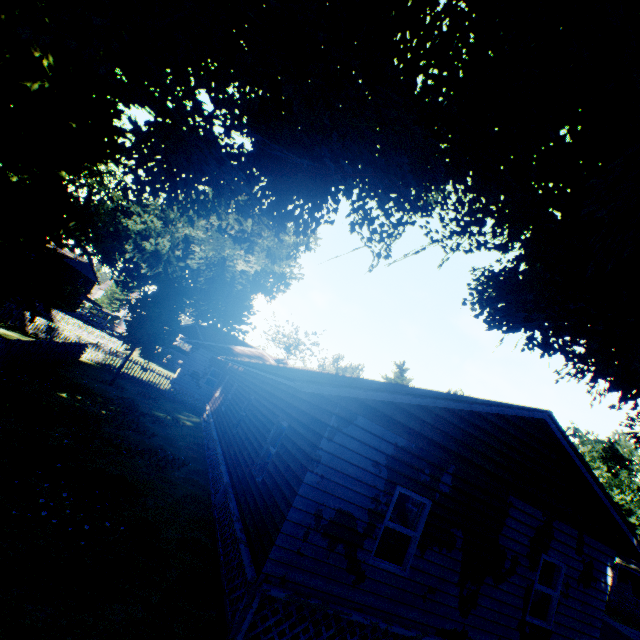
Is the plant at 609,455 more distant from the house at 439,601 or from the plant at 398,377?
the house at 439,601

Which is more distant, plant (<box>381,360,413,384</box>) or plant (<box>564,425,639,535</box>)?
plant (<box>564,425,639,535</box>)

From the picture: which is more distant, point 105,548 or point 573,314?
point 573,314

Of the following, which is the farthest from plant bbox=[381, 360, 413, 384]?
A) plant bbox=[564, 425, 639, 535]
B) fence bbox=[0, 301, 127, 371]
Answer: plant bbox=[564, 425, 639, 535]

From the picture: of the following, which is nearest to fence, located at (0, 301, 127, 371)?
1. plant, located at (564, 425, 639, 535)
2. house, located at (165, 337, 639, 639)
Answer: house, located at (165, 337, 639, 639)

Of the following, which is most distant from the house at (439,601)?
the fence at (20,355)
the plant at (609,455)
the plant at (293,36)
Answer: the plant at (609,455)

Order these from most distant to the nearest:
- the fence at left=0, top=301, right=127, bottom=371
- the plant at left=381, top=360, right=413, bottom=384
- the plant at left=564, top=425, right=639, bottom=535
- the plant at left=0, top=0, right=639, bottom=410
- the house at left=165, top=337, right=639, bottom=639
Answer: the plant at left=564, top=425, right=639, bottom=535 < the plant at left=381, top=360, right=413, bottom=384 < the fence at left=0, top=301, right=127, bottom=371 < the house at left=165, top=337, right=639, bottom=639 < the plant at left=0, top=0, right=639, bottom=410
